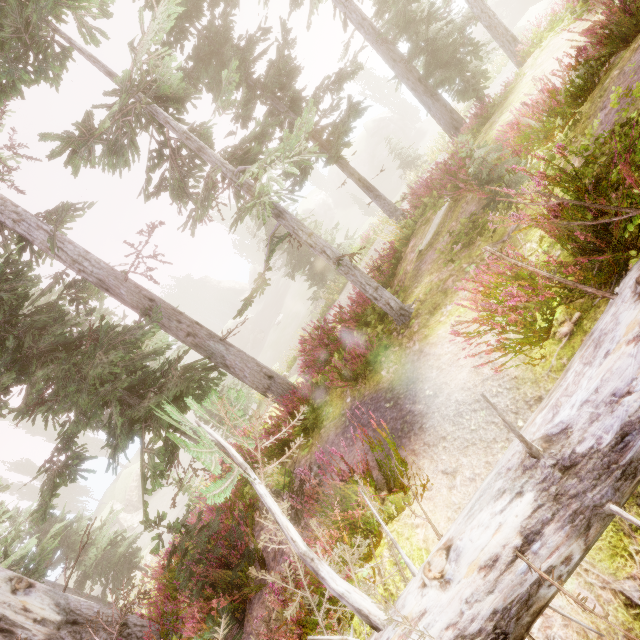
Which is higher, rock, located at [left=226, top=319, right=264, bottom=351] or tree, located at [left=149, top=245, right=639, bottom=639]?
tree, located at [left=149, top=245, right=639, bottom=639]

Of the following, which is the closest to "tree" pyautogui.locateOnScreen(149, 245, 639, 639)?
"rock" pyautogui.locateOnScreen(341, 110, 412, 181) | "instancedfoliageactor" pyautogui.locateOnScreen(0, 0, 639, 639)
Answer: "instancedfoliageactor" pyautogui.locateOnScreen(0, 0, 639, 639)

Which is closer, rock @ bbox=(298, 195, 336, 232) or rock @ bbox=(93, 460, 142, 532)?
rock @ bbox=(93, 460, 142, 532)

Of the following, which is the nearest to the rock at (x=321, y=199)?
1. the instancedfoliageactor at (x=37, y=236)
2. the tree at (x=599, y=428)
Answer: the instancedfoliageactor at (x=37, y=236)

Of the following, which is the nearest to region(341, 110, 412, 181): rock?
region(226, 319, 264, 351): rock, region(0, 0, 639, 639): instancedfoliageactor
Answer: region(0, 0, 639, 639): instancedfoliageactor

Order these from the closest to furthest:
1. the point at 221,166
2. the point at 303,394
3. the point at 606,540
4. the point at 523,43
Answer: the point at 606,540 < the point at 221,166 < the point at 303,394 < the point at 523,43

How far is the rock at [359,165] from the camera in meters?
48.5

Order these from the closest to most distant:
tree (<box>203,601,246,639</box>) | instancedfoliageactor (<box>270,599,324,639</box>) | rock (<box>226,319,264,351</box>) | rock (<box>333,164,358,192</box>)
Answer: instancedfoliageactor (<box>270,599,324,639</box>), tree (<box>203,601,246,639</box>), rock (<box>226,319,264,351</box>), rock (<box>333,164,358,192</box>)
